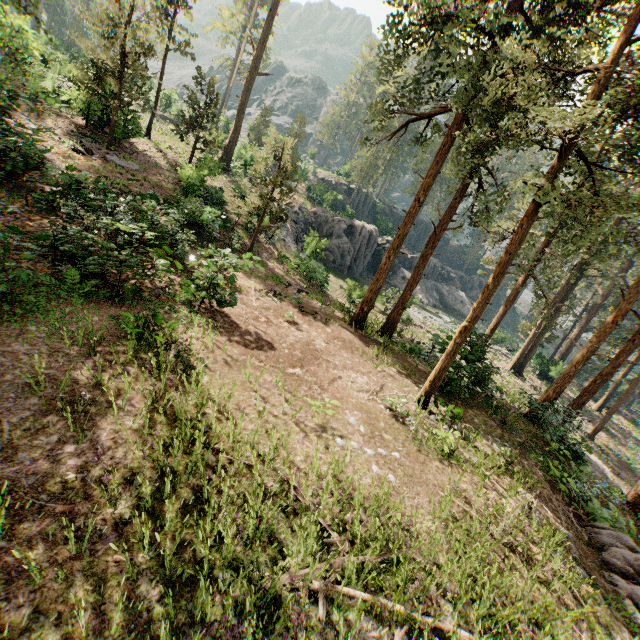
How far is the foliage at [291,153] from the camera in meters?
17.5 m

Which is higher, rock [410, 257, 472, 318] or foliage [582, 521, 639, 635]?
rock [410, 257, 472, 318]

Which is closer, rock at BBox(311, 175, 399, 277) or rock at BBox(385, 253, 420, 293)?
rock at BBox(311, 175, 399, 277)

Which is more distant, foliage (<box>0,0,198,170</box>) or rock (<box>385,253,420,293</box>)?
rock (<box>385,253,420,293</box>)

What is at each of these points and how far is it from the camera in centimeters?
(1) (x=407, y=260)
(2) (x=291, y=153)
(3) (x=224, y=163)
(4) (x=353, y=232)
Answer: (1) rock, 5056cm
(2) foliage, 1812cm
(3) foliage, 2347cm
(4) rock, 3844cm

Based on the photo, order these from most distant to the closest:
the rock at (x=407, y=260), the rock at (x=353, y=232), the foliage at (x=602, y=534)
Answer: the rock at (x=407, y=260) < the rock at (x=353, y=232) < the foliage at (x=602, y=534)

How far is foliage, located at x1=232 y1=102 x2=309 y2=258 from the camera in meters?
17.5 m

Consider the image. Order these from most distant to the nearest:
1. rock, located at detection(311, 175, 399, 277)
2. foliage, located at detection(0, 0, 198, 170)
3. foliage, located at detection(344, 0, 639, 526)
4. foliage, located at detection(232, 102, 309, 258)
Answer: rock, located at detection(311, 175, 399, 277), foliage, located at detection(232, 102, 309, 258), foliage, located at detection(0, 0, 198, 170), foliage, located at detection(344, 0, 639, 526)
